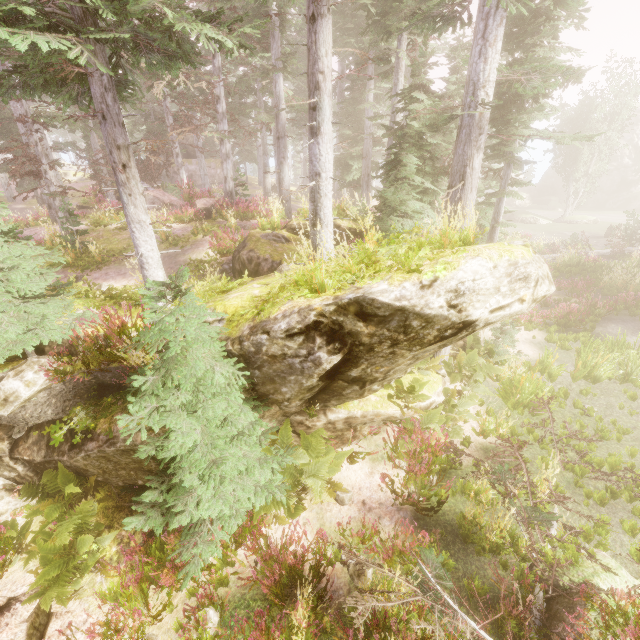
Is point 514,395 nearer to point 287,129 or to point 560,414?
point 560,414

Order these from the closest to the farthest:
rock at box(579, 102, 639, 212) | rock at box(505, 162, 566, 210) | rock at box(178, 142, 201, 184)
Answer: rock at box(178, 142, 201, 184) < rock at box(579, 102, 639, 212) < rock at box(505, 162, 566, 210)

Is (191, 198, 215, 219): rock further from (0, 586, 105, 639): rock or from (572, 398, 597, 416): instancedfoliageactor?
(0, 586, 105, 639): rock

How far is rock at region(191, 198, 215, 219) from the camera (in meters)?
16.47

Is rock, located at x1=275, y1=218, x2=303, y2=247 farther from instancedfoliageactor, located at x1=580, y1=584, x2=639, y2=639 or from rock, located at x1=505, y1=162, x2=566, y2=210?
rock, located at x1=505, y1=162, x2=566, y2=210

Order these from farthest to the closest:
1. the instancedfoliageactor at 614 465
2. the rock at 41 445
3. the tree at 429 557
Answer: the instancedfoliageactor at 614 465
the rock at 41 445
the tree at 429 557

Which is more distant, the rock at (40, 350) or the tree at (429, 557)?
the rock at (40, 350)

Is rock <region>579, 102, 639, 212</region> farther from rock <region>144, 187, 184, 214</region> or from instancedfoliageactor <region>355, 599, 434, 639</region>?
rock <region>144, 187, 184, 214</region>
